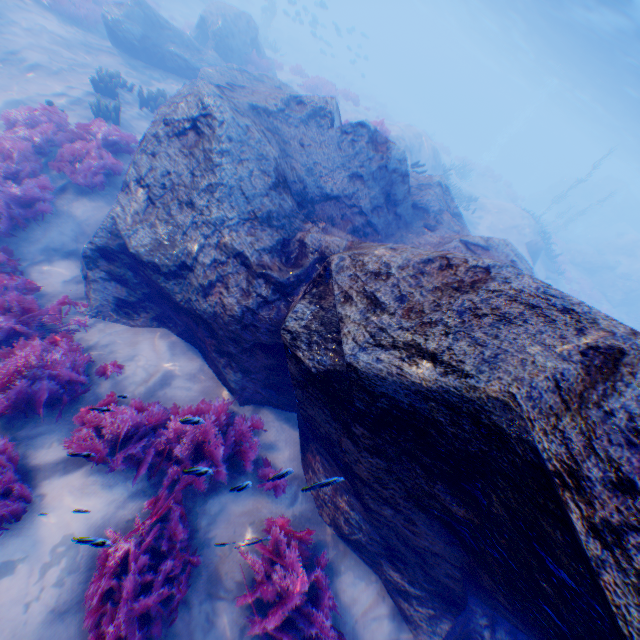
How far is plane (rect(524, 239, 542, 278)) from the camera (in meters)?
20.69

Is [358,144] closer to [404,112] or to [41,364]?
[41,364]

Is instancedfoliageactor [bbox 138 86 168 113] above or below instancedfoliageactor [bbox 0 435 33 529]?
below

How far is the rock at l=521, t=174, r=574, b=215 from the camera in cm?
4569

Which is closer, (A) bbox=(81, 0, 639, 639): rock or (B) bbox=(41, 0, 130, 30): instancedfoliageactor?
(A) bbox=(81, 0, 639, 639): rock

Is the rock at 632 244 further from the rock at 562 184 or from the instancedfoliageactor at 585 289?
the instancedfoliageactor at 585 289

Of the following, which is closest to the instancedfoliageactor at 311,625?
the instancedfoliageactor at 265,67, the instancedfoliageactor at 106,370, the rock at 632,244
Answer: the instancedfoliageactor at 106,370

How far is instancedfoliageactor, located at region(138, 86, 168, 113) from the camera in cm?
1122
